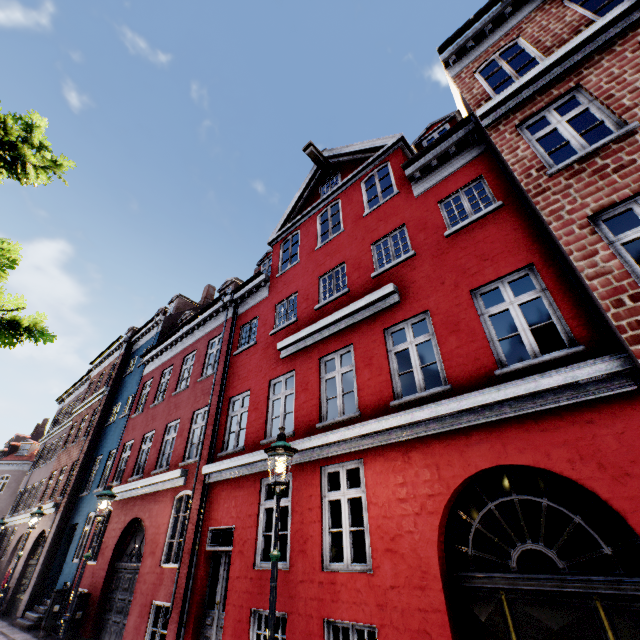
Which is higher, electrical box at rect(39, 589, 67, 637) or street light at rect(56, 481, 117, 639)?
street light at rect(56, 481, 117, 639)

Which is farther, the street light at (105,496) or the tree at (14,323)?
the street light at (105,496)

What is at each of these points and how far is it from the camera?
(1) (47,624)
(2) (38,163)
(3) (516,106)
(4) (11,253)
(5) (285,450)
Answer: (1) electrical box, 11.4 meters
(2) tree, 7.1 meters
(3) building, 6.8 meters
(4) tree, 7.2 meters
(5) street light, 4.8 meters

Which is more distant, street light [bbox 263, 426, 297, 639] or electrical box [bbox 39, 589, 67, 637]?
electrical box [bbox 39, 589, 67, 637]

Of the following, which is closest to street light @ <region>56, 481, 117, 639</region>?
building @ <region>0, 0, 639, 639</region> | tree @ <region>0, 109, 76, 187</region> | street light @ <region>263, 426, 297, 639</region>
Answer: tree @ <region>0, 109, 76, 187</region>

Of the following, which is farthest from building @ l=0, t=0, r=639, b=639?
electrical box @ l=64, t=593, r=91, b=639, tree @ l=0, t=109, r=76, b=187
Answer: tree @ l=0, t=109, r=76, b=187

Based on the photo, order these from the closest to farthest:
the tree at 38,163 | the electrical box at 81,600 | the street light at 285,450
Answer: the street light at 285,450 < the tree at 38,163 < the electrical box at 81,600

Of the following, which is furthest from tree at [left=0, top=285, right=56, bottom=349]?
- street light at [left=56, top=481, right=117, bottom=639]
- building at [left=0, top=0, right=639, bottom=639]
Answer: building at [left=0, top=0, right=639, bottom=639]
